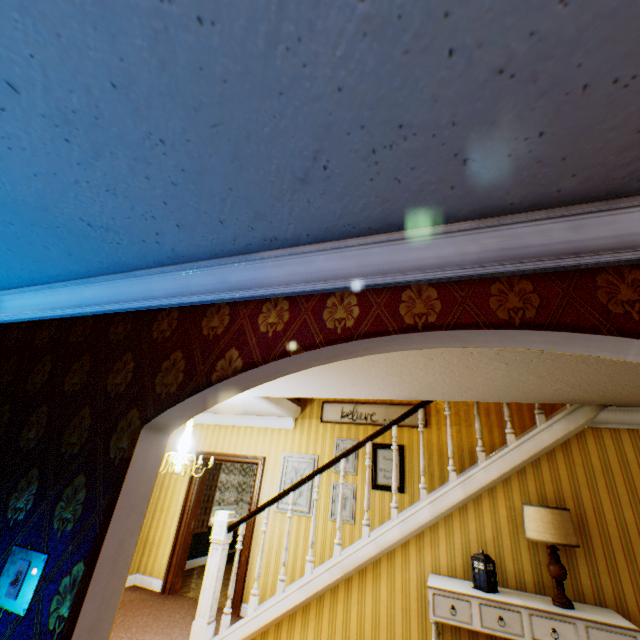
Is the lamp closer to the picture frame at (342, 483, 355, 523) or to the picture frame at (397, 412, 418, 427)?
the picture frame at (397, 412, 418, 427)

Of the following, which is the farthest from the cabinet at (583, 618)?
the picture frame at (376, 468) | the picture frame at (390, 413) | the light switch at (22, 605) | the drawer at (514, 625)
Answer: the light switch at (22, 605)

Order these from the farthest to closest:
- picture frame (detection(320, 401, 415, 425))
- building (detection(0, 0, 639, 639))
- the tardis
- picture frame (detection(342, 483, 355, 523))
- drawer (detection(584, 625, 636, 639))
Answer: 1. picture frame (detection(320, 401, 415, 425))
2. picture frame (detection(342, 483, 355, 523))
3. the tardis
4. drawer (detection(584, 625, 636, 639))
5. building (detection(0, 0, 639, 639))

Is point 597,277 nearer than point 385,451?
Yes

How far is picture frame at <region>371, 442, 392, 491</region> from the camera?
5.47m

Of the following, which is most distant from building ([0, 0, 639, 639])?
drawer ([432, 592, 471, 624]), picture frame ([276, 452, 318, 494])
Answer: drawer ([432, 592, 471, 624])

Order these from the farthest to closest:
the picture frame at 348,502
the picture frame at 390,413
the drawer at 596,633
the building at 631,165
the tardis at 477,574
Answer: the picture frame at 390,413
the picture frame at 348,502
the tardis at 477,574
the drawer at 596,633
the building at 631,165

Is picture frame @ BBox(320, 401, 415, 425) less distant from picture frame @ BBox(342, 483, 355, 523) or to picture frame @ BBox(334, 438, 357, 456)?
picture frame @ BBox(334, 438, 357, 456)
